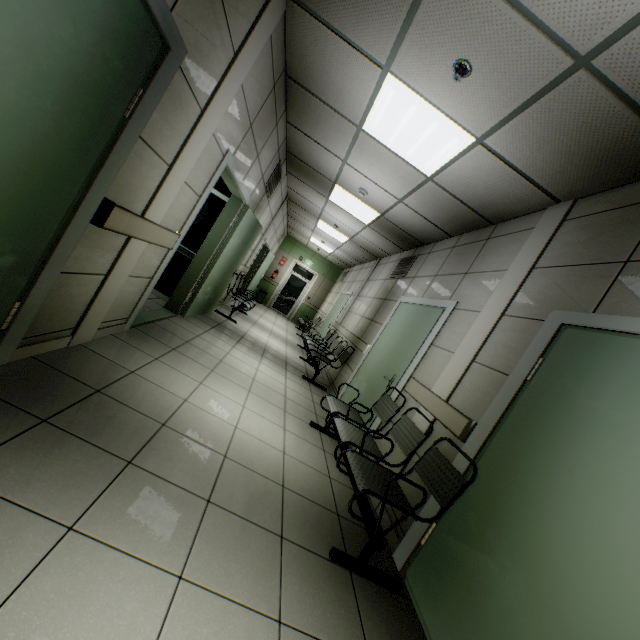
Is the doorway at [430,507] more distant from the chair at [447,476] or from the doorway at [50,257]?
the doorway at [50,257]

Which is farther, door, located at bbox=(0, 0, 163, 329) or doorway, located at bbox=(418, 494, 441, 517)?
doorway, located at bbox=(418, 494, 441, 517)

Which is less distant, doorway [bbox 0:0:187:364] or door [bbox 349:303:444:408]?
doorway [bbox 0:0:187:364]

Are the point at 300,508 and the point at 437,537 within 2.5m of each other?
yes

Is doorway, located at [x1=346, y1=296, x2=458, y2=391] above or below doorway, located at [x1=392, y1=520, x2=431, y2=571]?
above

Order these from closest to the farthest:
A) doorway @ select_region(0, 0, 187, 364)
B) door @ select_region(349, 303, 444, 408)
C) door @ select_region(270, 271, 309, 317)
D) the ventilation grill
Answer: doorway @ select_region(0, 0, 187, 364), door @ select_region(349, 303, 444, 408), the ventilation grill, door @ select_region(270, 271, 309, 317)

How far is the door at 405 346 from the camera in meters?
4.0

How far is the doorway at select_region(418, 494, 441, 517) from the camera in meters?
2.3
